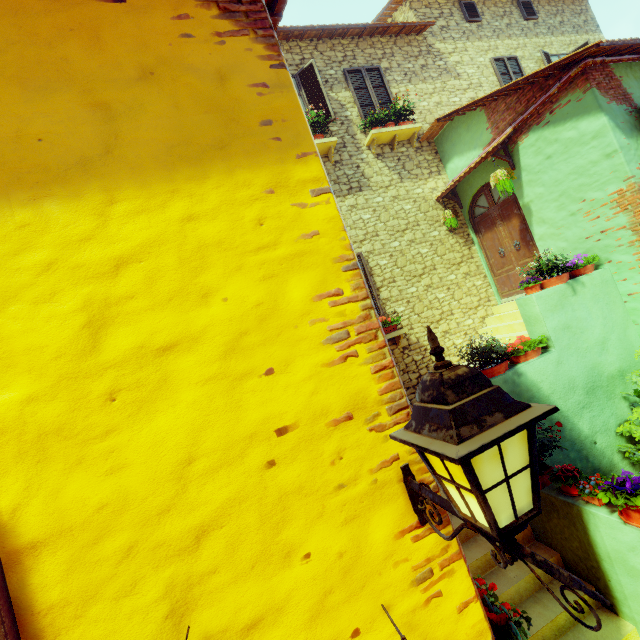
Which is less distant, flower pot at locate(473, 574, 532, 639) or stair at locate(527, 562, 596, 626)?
flower pot at locate(473, 574, 532, 639)

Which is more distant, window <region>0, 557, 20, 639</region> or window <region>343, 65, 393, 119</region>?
Answer: window <region>343, 65, 393, 119</region>

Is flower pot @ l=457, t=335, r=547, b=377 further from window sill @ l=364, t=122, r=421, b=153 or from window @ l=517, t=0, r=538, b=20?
window @ l=517, t=0, r=538, b=20

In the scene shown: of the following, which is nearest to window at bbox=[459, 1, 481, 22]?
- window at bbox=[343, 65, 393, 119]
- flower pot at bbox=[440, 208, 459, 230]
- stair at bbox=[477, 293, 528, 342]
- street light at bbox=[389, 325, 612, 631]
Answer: window at bbox=[343, 65, 393, 119]

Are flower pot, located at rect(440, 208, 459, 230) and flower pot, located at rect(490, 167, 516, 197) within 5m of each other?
yes

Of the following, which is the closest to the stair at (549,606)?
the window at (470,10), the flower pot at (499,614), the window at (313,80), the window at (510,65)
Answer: the flower pot at (499,614)

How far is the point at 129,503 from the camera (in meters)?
1.33

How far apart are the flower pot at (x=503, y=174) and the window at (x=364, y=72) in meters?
3.6 m
